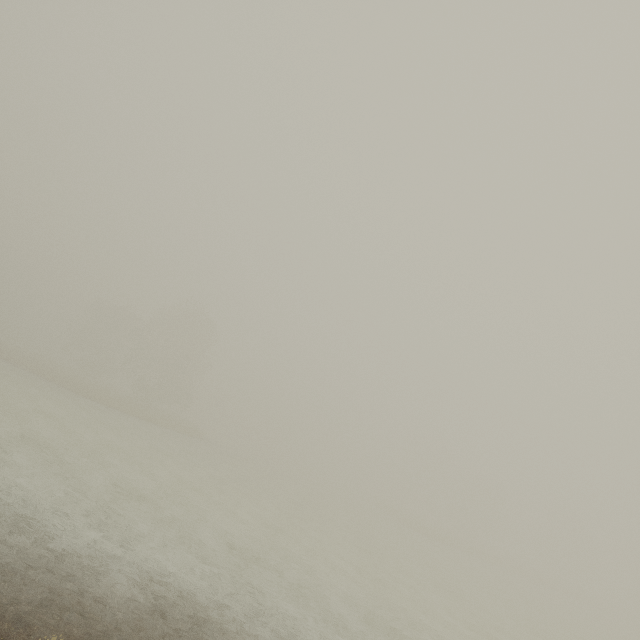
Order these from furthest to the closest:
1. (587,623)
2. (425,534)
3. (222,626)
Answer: (425,534) < (587,623) < (222,626)
